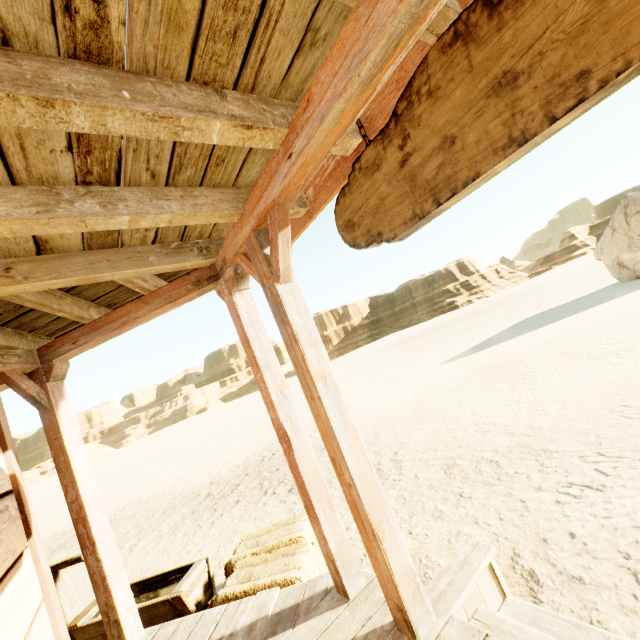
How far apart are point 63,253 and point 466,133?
2.43m

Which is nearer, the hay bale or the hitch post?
the hay bale

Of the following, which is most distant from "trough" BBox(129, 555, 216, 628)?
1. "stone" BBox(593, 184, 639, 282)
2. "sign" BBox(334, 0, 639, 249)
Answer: "stone" BBox(593, 184, 639, 282)

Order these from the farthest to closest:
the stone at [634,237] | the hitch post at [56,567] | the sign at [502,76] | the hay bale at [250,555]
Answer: the stone at [634,237], the hitch post at [56,567], the hay bale at [250,555], the sign at [502,76]

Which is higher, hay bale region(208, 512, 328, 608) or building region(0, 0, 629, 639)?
Answer: building region(0, 0, 629, 639)

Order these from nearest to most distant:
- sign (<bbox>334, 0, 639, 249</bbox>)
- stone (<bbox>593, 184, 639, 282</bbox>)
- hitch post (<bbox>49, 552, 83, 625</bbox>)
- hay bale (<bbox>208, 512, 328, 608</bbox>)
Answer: sign (<bbox>334, 0, 639, 249</bbox>) < hay bale (<bbox>208, 512, 328, 608</bbox>) < hitch post (<bbox>49, 552, 83, 625</bbox>) < stone (<bbox>593, 184, 639, 282</bbox>)

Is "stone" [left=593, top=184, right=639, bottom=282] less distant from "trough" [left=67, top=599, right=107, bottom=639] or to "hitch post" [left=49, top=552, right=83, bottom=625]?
"trough" [left=67, top=599, right=107, bottom=639]

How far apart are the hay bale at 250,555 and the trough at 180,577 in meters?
0.2 m
